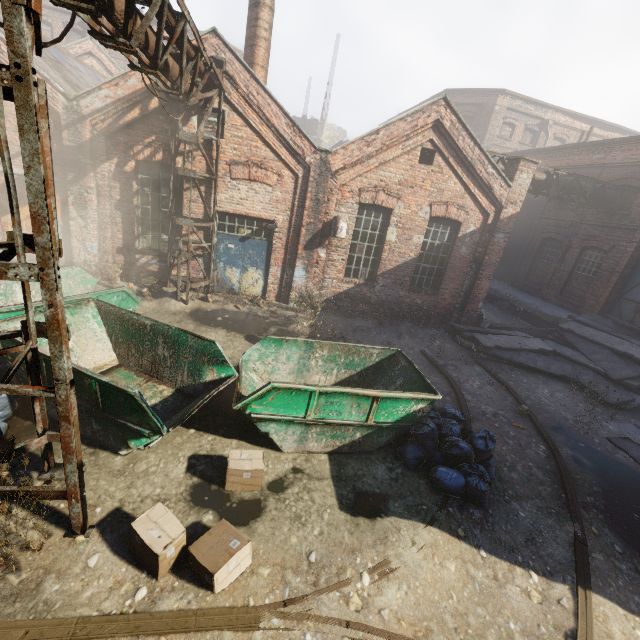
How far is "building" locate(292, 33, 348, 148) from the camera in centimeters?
3610cm

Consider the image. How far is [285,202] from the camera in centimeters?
1052cm

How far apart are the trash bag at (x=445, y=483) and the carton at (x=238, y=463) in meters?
2.5

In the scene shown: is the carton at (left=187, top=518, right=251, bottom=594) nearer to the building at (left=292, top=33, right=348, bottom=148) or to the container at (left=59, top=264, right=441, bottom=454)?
the container at (left=59, top=264, right=441, bottom=454)

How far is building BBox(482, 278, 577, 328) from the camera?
15.0m

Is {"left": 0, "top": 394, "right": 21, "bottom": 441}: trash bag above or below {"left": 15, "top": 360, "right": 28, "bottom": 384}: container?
below

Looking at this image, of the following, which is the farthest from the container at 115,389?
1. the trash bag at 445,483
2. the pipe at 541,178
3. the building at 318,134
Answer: the building at 318,134

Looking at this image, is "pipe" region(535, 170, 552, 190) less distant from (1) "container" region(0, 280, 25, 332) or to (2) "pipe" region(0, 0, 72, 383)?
(2) "pipe" region(0, 0, 72, 383)
